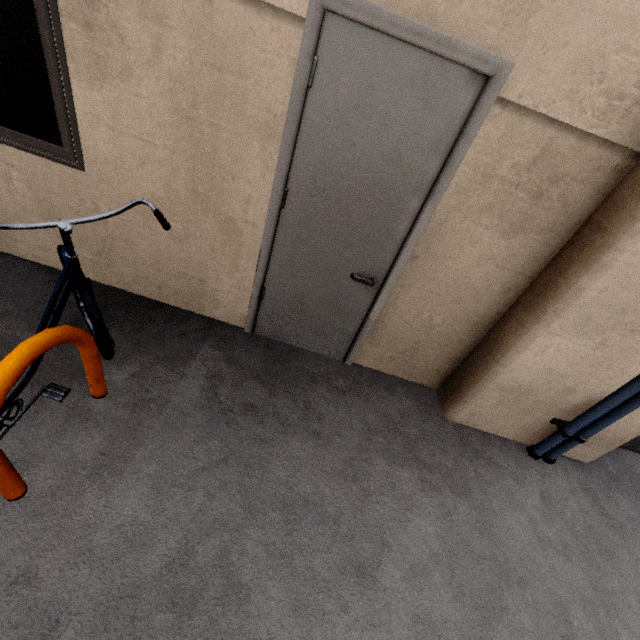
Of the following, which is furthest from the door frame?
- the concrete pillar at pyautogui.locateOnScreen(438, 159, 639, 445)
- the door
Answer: the concrete pillar at pyautogui.locateOnScreen(438, 159, 639, 445)

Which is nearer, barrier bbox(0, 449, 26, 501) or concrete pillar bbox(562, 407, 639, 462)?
barrier bbox(0, 449, 26, 501)

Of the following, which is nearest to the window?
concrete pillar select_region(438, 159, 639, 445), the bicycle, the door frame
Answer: the bicycle

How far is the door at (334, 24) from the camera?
1.5m

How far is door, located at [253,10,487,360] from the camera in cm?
151

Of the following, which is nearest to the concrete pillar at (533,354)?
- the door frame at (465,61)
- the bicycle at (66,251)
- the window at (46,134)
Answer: Result: the door frame at (465,61)

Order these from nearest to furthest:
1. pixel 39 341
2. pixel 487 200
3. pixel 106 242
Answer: pixel 39 341, pixel 487 200, pixel 106 242

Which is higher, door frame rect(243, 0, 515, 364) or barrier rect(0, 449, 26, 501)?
door frame rect(243, 0, 515, 364)
